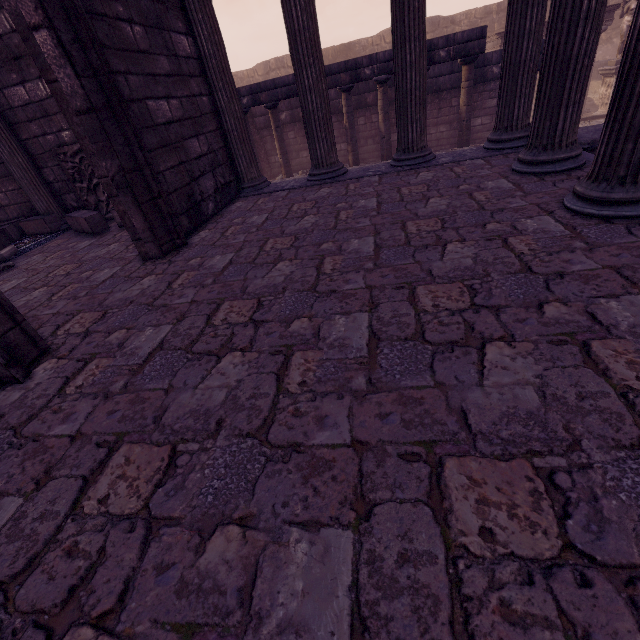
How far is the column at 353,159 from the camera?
9.24m

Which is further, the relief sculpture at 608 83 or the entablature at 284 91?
the relief sculpture at 608 83

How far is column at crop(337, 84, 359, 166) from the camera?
9.2 meters

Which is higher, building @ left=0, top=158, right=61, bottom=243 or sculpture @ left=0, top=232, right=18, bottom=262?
building @ left=0, top=158, right=61, bottom=243

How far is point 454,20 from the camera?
18.1m

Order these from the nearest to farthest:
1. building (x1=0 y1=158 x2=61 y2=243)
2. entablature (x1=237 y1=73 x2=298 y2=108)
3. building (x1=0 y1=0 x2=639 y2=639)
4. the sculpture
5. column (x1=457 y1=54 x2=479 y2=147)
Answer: building (x1=0 y1=0 x2=639 y2=639)
the sculpture
building (x1=0 y1=158 x2=61 y2=243)
column (x1=457 y1=54 x2=479 y2=147)
entablature (x1=237 y1=73 x2=298 y2=108)

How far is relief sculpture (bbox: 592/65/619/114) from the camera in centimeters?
1277cm

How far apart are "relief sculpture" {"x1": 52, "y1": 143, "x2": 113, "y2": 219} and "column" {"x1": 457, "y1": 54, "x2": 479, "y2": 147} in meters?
8.2
